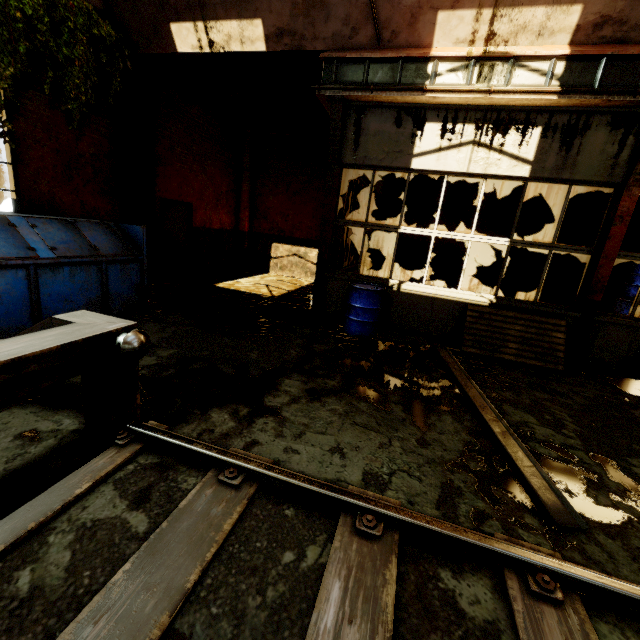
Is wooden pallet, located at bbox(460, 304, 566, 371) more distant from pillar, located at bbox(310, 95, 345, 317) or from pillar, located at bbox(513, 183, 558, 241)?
pillar, located at bbox(513, 183, 558, 241)

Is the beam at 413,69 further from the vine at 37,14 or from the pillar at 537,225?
the pillar at 537,225

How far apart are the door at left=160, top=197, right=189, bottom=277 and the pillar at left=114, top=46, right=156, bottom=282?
0.45m

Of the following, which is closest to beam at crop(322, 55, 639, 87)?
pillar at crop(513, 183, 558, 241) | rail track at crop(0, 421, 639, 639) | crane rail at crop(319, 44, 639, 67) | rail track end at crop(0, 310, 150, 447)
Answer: crane rail at crop(319, 44, 639, 67)

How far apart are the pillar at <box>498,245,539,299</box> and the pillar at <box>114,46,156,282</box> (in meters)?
10.36

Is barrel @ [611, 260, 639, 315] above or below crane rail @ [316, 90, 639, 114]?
below

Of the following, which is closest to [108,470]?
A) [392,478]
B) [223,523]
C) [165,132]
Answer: [223,523]

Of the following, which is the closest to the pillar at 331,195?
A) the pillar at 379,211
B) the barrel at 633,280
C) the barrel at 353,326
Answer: the barrel at 353,326
